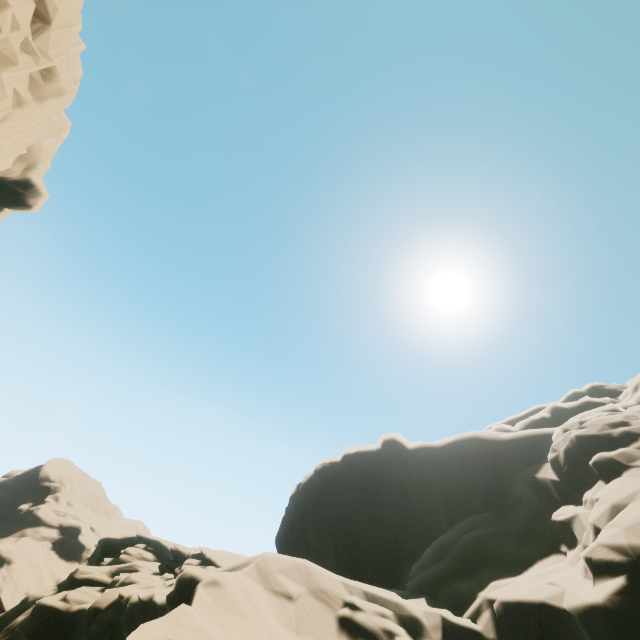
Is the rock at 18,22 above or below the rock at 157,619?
above

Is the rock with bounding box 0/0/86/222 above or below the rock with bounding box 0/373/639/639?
above

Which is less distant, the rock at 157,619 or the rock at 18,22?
the rock at 157,619

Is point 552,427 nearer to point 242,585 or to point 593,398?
point 593,398

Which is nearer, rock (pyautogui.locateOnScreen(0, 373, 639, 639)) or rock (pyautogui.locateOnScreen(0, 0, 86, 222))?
rock (pyautogui.locateOnScreen(0, 373, 639, 639))
